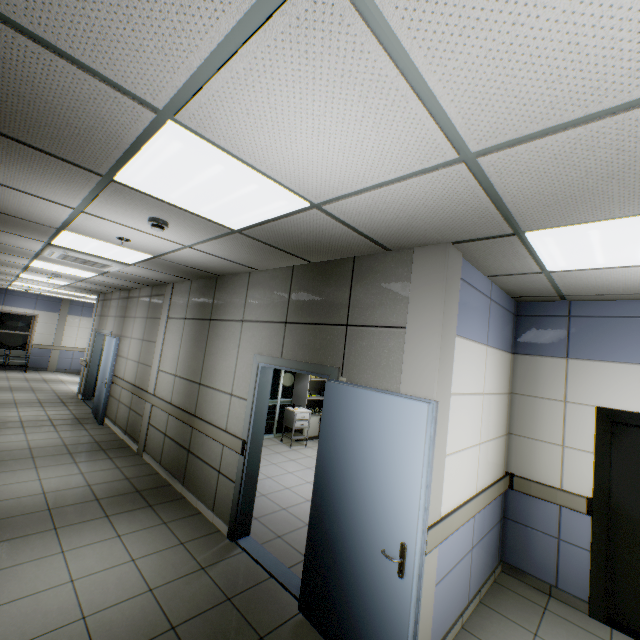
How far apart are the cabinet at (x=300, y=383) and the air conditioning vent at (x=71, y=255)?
4.6m

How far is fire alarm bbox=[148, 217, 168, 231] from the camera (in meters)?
2.79

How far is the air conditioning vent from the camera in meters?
4.4 m

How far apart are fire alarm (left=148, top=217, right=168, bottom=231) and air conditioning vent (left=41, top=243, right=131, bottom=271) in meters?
2.5

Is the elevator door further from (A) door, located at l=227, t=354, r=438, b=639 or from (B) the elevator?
(A) door, located at l=227, t=354, r=438, b=639

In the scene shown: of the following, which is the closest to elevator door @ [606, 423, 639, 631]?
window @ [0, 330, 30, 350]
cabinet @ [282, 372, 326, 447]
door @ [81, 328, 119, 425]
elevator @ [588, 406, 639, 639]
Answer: elevator @ [588, 406, 639, 639]

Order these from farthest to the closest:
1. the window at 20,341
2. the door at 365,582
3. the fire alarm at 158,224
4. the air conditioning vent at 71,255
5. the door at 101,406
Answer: the window at 20,341
the door at 101,406
the air conditioning vent at 71,255
the fire alarm at 158,224
the door at 365,582

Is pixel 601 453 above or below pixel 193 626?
above
